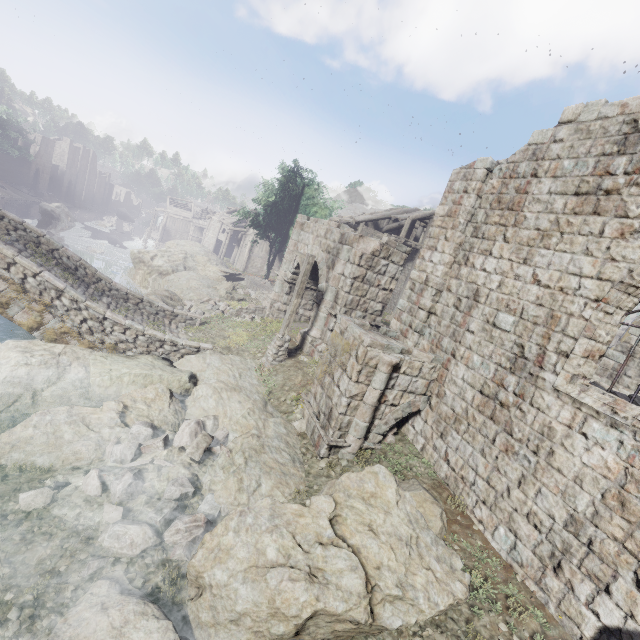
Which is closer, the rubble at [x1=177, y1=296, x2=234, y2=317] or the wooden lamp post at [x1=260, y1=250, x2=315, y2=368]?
the wooden lamp post at [x1=260, y1=250, x2=315, y2=368]

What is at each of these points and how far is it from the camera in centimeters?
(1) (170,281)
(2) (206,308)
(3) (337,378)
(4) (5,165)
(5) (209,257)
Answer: (1) rock, 2594cm
(2) rubble, 1981cm
(3) stone arch, 915cm
(4) building, 5725cm
(5) rock, 3316cm

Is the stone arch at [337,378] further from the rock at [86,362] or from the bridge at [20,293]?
the bridge at [20,293]

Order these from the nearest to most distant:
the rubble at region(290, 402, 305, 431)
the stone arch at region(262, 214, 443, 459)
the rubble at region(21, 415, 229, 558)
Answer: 1. the rubble at region(21, 415, 229, 558)
2. the stone arch at region(262, 214, 443, 459)
3. the rubble at region(290, 402, 305, 431)

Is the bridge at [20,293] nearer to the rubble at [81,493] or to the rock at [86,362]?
the rock at [86,362]

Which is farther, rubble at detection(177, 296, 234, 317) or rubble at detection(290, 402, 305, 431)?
rubble at detection(177, 296, 234, 317)

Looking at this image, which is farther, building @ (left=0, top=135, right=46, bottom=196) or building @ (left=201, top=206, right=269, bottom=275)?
building @ (left=0, top=135, right=46, bottom=196)

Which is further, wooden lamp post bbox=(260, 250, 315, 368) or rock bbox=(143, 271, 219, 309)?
rock bbox=(143, 271, 219, 309)
